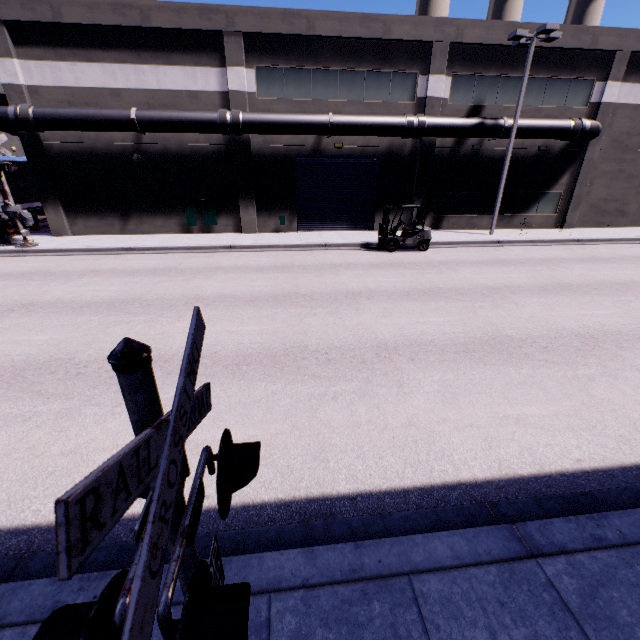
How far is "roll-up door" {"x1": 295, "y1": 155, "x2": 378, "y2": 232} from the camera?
19.5 meters

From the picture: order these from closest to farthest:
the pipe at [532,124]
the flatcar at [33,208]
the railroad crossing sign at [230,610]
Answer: the railroad crossing sign at [230,610] < the pipe at [532,124] < the flatcar at [33,208]

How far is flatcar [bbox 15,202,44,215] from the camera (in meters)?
19.45

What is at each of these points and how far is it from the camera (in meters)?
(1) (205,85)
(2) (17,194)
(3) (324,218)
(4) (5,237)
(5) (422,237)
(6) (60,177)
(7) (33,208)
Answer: (1) building, 17.05
(2) cargo container, 19.23
(3) roll-up door, 20.78
(4) railroad crossing overhang, 16.61
(5) forklift, 16.33
(6) building, 18.00
(7) flatcar, 20.09

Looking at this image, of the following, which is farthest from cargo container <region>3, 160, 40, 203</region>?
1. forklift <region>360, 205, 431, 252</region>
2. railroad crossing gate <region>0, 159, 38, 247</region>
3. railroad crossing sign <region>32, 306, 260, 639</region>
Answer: railroad crossing sign <region>32, 306, 260, 639</region>

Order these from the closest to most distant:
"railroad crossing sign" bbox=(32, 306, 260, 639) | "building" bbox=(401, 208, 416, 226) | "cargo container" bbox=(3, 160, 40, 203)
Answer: "railroad crossing sign" bbox=(32, 306, 260, 639), "cargo container" bbox=(3, 160, 40, 203), "building" bbox=(401, 208, 416, 226)

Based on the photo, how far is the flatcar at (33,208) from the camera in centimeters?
1945cm

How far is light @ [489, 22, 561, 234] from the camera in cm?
1546
